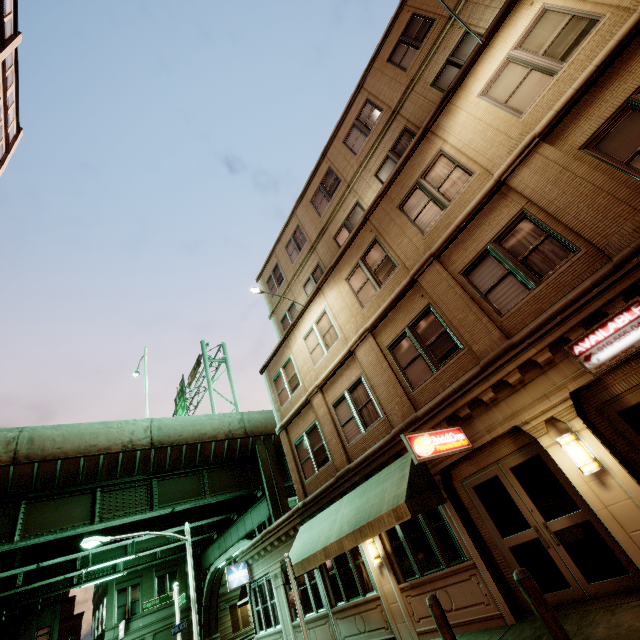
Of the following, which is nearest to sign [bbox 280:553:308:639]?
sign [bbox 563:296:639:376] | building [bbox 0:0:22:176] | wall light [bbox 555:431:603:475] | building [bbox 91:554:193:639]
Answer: wall light [bbox 555:431:603:475]

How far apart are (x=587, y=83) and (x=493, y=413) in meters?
7.6

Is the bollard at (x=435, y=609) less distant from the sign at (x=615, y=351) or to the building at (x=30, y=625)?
the sign at (x=615, y=351)

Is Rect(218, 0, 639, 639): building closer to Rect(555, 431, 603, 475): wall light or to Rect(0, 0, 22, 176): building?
Rect(555, 431, 603, 475): wall light

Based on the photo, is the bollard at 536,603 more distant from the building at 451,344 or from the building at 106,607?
the building at 106,607

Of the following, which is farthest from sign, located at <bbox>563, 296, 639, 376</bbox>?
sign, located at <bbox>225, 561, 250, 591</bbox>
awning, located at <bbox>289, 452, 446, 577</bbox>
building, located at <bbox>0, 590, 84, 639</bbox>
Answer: building, located at <bbox>0, 590, 84, 639</bbox>

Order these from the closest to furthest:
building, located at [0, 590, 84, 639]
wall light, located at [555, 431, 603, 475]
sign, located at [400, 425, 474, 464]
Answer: wall light, located at [555, 431, 603, 475]
sign, located at [400, 425, 474, 464]
building, located at [0, 590, 84, 639]

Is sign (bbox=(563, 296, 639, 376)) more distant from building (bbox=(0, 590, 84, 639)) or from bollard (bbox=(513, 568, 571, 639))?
building (bbox=(0, 590, 84, 639))
